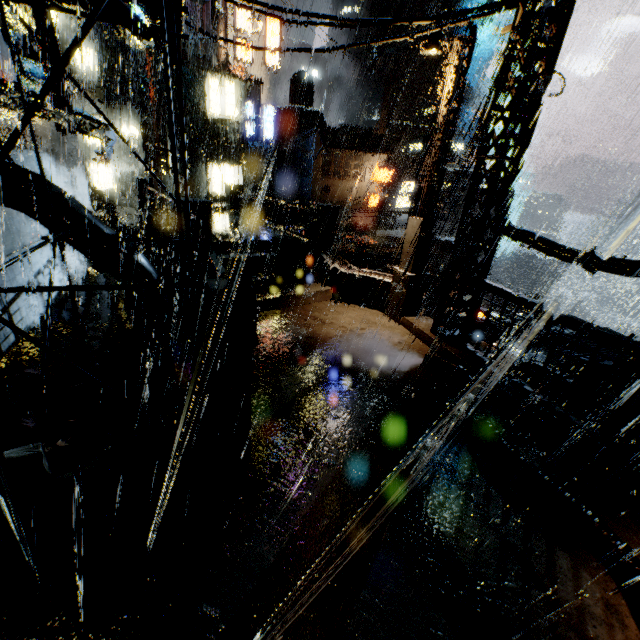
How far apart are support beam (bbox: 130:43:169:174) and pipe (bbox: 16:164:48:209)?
17.31m

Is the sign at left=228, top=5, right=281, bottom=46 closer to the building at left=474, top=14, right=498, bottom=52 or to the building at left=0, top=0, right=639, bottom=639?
the building at left=0, top=0, right=639, bottom=639

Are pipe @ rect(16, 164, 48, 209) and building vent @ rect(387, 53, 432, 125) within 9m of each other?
no

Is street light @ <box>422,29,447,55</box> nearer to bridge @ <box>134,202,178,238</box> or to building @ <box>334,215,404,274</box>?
bridge @ <box>134,202,178,238</box>

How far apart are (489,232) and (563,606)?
65.81m

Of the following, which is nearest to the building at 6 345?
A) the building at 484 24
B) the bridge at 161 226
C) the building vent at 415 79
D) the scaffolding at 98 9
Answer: the bridge at 161 226

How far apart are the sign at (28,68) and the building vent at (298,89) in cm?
3908

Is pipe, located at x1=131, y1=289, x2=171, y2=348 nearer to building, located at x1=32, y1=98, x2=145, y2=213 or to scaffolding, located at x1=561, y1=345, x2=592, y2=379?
building, located at x1=32, y1=98, x2=145, y2=213
